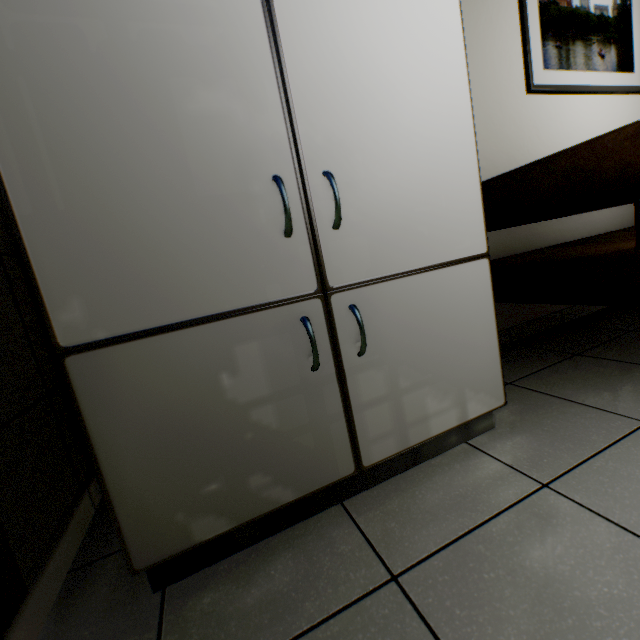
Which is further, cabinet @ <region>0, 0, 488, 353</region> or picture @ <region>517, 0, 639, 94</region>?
picture @ <region>517, 0, 639, 94</region>

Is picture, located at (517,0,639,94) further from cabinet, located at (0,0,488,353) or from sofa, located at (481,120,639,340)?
cabinet, located at (0,0,488,353)

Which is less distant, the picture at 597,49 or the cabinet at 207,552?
the cabinet at 207,552

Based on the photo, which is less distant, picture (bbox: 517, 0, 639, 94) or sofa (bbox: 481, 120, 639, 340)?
sofa (bbox: 481, 120, 639, 340)

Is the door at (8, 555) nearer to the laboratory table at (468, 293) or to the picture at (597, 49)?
the laboratory table at (468, 293)

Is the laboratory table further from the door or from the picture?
the picture

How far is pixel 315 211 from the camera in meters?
0.8 m
